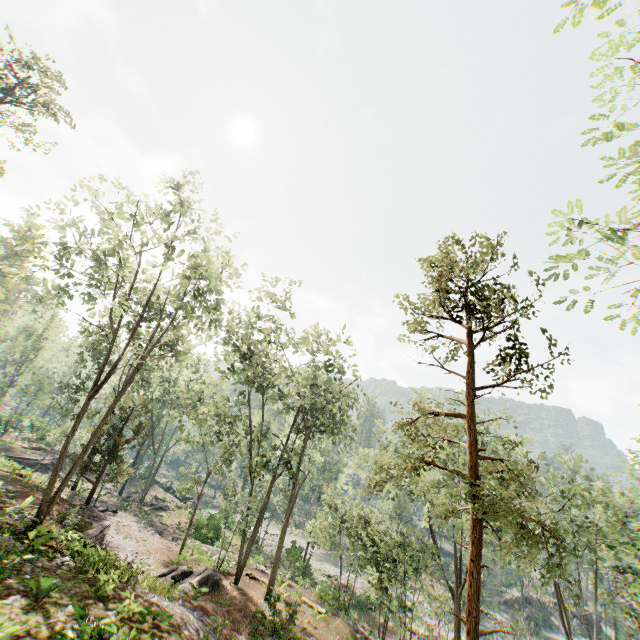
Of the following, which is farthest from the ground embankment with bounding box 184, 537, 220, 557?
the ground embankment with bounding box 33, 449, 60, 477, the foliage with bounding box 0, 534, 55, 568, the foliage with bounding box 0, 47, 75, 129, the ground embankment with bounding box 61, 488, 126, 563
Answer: the foliage with bounding box 0, 534, 55, 568

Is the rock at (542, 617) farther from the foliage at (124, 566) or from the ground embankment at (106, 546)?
the ground embankment at (106, 546)

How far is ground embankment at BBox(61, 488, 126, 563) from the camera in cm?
1432

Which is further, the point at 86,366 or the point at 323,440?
the point at 323,440

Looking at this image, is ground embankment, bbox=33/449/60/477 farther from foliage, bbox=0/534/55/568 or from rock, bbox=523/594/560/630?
rock, bbox=523/594/560/630

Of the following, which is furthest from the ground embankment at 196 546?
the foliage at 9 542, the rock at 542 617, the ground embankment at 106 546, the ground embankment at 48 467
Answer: the rock at 542 617

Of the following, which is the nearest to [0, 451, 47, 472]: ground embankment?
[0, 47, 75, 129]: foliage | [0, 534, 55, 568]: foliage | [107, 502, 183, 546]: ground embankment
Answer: [107, 502, 183, 546]: ground embankment

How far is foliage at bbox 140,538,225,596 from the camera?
14.58m
